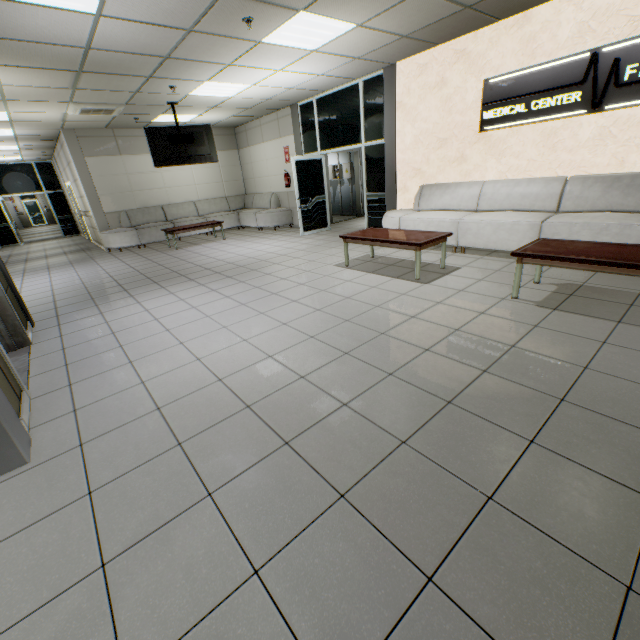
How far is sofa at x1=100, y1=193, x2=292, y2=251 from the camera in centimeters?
949cm

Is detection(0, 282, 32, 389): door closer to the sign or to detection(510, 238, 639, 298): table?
detection(510, 238, 639, 298): table

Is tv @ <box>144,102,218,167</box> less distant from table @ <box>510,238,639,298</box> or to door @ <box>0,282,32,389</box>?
door @ <box>0,282,32,389</box>

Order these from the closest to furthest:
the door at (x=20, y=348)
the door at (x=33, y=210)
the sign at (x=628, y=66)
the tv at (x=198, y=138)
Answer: the door at (x=20, y=348) < the sign at (x=628, y=66) < the tv at (x=198, y=138) < the door at (x=33, y=210)

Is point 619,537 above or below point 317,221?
below

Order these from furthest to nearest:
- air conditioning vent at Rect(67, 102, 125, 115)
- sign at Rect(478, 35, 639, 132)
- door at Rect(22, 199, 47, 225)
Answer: door at Rect(22, 199, 47, 225), air conditioning vent at Rect(67, 102, 125, 115), sign at Rect(478, 35, 639, 132)

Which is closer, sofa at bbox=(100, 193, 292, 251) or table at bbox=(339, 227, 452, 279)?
table at bbox=(339, 227, 452, 279)

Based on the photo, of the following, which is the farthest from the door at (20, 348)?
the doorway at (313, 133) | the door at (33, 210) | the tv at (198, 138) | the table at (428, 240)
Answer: the door at (33, 210)
